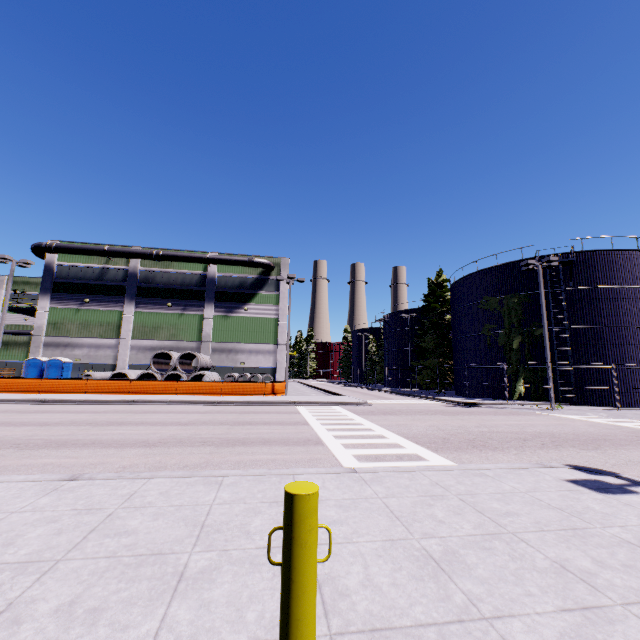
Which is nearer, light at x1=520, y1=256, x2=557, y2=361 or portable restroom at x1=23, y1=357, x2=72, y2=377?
light at x1=520, y1=256, x2=557, y2=361

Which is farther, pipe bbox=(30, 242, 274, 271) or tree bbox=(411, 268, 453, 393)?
tree bbox=(411, 268, 453, 393)

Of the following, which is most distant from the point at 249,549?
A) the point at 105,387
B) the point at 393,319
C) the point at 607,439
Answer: the point at 393,319

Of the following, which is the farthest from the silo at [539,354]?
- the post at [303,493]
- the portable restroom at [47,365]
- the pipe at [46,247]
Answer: the portable restroom at [47,365]

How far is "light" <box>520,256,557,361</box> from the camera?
21.5 meters

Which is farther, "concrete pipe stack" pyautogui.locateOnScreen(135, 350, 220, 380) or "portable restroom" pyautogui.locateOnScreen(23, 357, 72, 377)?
"portable restroom" pyautogui.locateOnScreen(23, 357, 72, 377)

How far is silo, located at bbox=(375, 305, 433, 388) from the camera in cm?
4862

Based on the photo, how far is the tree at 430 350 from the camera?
39.56m
